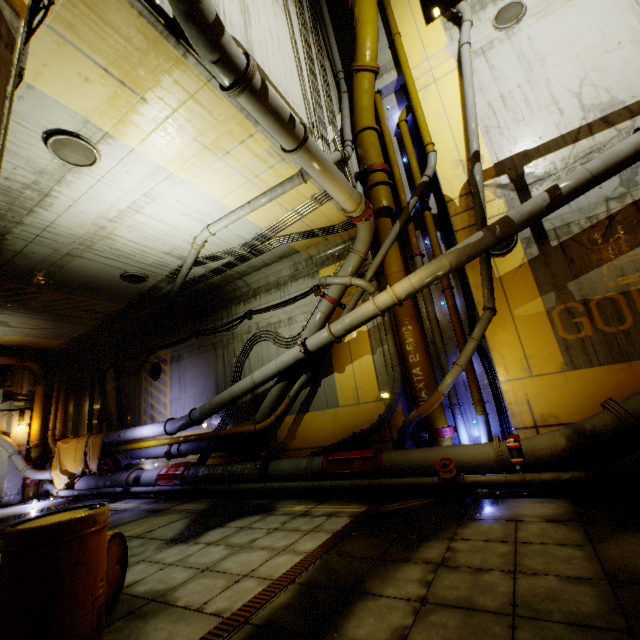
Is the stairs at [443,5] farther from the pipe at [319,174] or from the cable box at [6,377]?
the cable box at [6,377]

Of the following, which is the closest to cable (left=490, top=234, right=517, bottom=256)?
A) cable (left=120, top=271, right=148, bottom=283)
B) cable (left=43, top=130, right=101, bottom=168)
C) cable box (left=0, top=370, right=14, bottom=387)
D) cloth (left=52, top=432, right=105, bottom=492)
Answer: cable (left=43, top=130, right=101, bottom=168)

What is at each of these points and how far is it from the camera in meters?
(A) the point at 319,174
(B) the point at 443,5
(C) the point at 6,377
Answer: (A) pipe, 6.7 m
(B) stairs, 5.5 m
(C) cable box, 15.2 m

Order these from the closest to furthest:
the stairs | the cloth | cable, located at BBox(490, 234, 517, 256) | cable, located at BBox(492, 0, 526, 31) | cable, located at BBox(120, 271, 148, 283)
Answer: the stairs
cable, located at BBox(490, 234, 517, 256)
cable, located at BBox(492, 0, 526, 31)
cable, located at BBox(120, 271, 148, 283)
the cloth

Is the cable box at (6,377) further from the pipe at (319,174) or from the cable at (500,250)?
the cable at (500,250)

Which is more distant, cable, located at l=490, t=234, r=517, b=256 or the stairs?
cable, located at l=490, t=234, r=517, b=256

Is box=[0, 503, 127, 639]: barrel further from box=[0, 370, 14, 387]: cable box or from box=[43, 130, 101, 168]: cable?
box=[0, 370, 14, 387]: cable box

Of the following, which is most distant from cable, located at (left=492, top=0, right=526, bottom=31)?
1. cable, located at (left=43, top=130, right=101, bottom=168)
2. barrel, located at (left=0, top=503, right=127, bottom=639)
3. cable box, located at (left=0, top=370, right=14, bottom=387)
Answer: cable box, located at (left=0, top=370, right=14, bottom=387)
